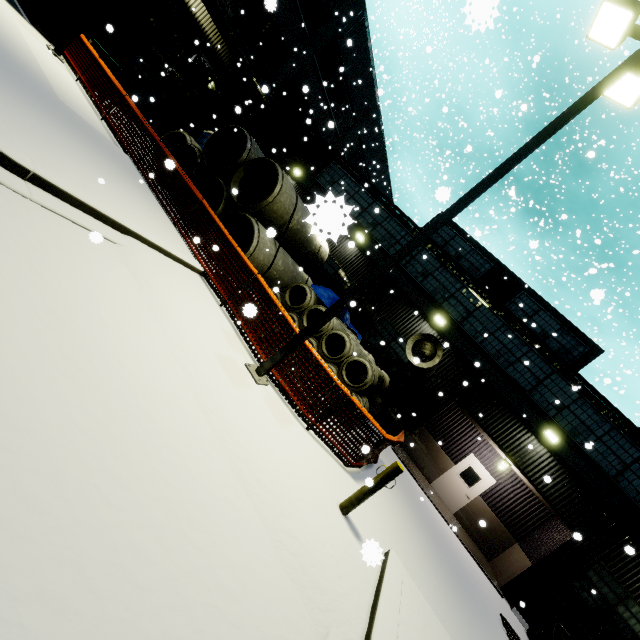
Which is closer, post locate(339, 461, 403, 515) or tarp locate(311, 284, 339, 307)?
post locate(339, 461, 403, 515)

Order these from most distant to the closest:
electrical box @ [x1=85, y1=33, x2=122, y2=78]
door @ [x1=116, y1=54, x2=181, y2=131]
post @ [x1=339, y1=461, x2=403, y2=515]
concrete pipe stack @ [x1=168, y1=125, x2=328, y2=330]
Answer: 1. door @ [x1=116, y1=54, x2=181, y2=131]
2. electrical box @ [x1=85, y1=33, x2=122, y2=78]
3. concrete pipe stack @ [x1=168, y1=125, x2=328, y2=330]
4. post @ [x1=339, y1=461, x2=403, y2=515]

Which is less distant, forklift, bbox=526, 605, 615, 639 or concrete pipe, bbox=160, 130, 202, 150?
forklift, bbox=526, 605, 615, 639

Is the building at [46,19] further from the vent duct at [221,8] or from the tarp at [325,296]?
the tarp at [325,296]

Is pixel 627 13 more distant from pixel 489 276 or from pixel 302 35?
pixel 302 35

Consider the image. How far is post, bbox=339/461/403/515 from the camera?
5.48m

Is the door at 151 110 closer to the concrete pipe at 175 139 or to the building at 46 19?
the building at 46 19

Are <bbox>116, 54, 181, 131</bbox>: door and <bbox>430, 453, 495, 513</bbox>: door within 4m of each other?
no
